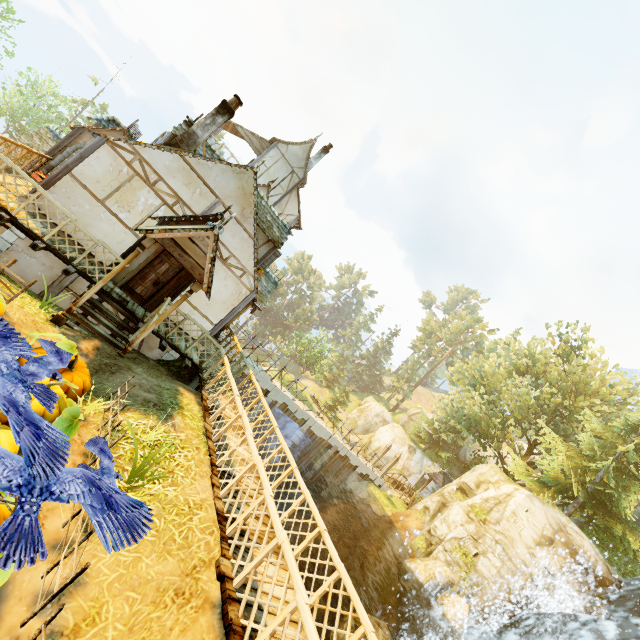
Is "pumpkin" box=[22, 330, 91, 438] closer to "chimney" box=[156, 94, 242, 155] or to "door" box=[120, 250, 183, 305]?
"door" box=[120, 250, 183, 305]

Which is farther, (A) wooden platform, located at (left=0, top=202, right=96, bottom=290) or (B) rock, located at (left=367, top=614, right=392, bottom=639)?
(B) rock, located at (left=367, top=614, right=392, bottom=639)

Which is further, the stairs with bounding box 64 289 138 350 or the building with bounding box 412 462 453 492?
the building with bounding box 412 462 453 492

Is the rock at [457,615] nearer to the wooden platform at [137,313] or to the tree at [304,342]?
the wooden platform at [137,313]

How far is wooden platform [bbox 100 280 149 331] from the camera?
9.80m

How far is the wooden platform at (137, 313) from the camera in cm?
980

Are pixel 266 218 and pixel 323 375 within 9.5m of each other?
no

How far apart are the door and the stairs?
→ 1.17m
